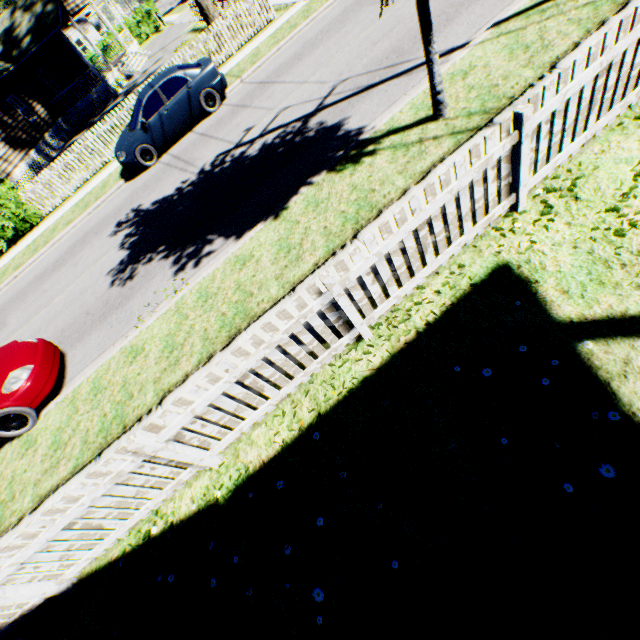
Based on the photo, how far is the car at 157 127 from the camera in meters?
10.8 m

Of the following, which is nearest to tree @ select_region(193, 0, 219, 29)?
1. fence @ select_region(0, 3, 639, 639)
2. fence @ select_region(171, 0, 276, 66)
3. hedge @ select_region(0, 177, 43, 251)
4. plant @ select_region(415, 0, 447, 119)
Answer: fence @ select_region(171, 0, 276, 66)

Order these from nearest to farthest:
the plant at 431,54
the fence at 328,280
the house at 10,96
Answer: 1. the fence at 328,280
2. the plant at 431,54
3. the house at 10,96

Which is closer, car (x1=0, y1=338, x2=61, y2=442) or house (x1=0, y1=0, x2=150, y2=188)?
car (x1=0, y1=338, x2=61, y2=442)

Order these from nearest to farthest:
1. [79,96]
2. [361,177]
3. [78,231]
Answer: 1. [361,177]
2. [78,231]
3. [79,96]

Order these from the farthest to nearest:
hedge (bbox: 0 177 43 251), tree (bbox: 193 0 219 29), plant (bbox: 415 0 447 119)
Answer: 1. tree (bbox: 193 0 219 29)
2. hedge (bbox: 0 177 43 251)
3. plant (bbox: 415 0 447 119)

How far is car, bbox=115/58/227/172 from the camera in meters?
10.8 m

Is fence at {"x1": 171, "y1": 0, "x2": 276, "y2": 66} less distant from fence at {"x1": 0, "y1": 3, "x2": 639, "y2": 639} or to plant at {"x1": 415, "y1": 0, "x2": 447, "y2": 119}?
plant at {"x1": 415, "y1": 0, "x2": 447, "y2": 119}
